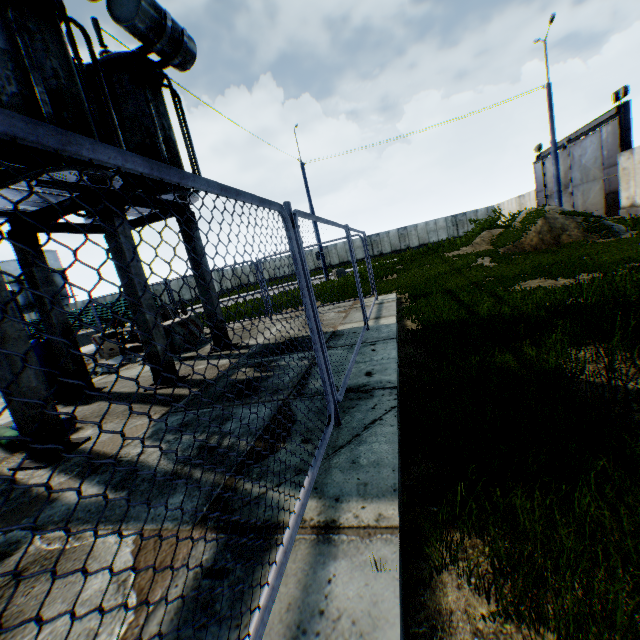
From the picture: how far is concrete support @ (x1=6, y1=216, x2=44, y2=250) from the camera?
6.0m

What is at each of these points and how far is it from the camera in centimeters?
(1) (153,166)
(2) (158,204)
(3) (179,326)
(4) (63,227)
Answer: (1) metal fence, 123cm
(2) concrete support, 684cm
(3) concrete block, 952cm
(4) concrete support, 696cm

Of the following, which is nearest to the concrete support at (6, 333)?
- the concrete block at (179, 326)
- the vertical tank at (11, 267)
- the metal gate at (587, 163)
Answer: the concrete block at (179, 326)

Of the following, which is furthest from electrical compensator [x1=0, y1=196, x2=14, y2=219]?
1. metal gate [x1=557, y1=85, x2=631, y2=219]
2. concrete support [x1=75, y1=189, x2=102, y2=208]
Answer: metal gate [x1=557, y1=85, x2=631, y2=219]

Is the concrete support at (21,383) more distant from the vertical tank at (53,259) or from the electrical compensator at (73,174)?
the vertical tank at (53,259)

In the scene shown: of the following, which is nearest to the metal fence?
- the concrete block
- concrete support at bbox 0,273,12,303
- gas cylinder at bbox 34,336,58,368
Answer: the concrete block

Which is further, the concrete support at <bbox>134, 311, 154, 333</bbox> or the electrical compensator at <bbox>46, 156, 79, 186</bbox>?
the concrete support at <bbox>134, 311, 154, 333</bbox>
